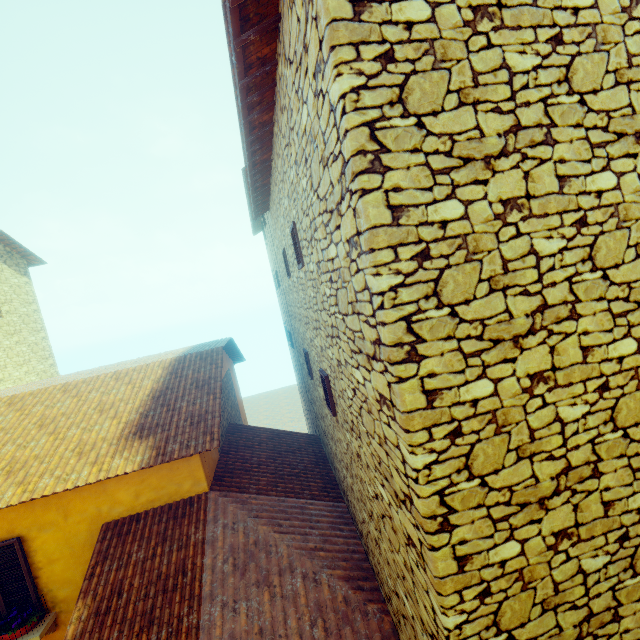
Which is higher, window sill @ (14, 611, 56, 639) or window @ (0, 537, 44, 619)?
window @ (0, 537, 44, 619)

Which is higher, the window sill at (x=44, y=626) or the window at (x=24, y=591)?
the window at (x=24, y=591)

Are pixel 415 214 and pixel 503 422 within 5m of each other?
yes
